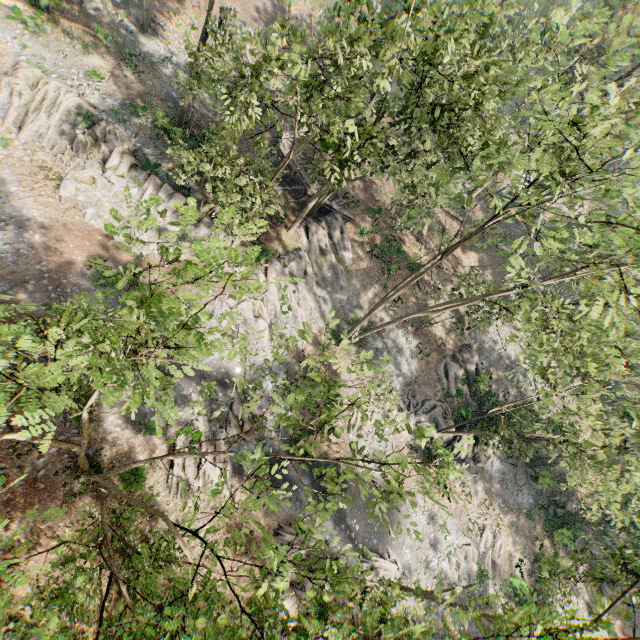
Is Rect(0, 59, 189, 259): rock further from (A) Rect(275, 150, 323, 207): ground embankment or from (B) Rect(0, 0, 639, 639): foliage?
(A) Rect(275, 150, 323, 207): ground embankment

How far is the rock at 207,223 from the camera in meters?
25.7

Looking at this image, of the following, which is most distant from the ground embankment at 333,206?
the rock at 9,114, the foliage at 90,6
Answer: the rock at 9,114

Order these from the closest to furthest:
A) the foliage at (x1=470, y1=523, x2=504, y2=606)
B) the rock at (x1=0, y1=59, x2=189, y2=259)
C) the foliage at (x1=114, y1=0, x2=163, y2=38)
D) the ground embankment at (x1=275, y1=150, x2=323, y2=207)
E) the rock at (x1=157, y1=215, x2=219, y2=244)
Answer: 1. the foliage at (x1=470, y1=523, x2=504, y2=606)
2. the rock at (x1=0, y1=59, x2=189, y2=259)
3. the rock at (x1=157, y1=215, x2=219, y2=244)
4. the foliage at (x1=114, y1=0, x2=163, y2=38)
5. the ground embankment at (x1=275, y1=150, x2=323, y2=207)

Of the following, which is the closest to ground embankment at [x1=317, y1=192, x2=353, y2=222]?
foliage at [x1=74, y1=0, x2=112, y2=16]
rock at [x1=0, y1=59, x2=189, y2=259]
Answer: foliage at [x1=74, y1=0, x2=112, y2=16]

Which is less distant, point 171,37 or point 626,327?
point 626,327
